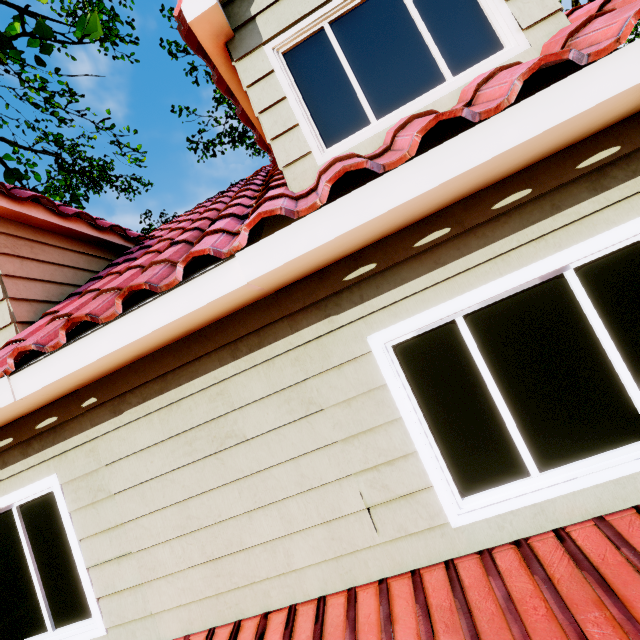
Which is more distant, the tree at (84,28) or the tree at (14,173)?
the tree at (14,173)

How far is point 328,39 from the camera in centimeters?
249cm

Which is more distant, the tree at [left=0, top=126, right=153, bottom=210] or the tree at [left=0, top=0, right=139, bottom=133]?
the tree at [left=0, top=126, right=153, bottom=210]
